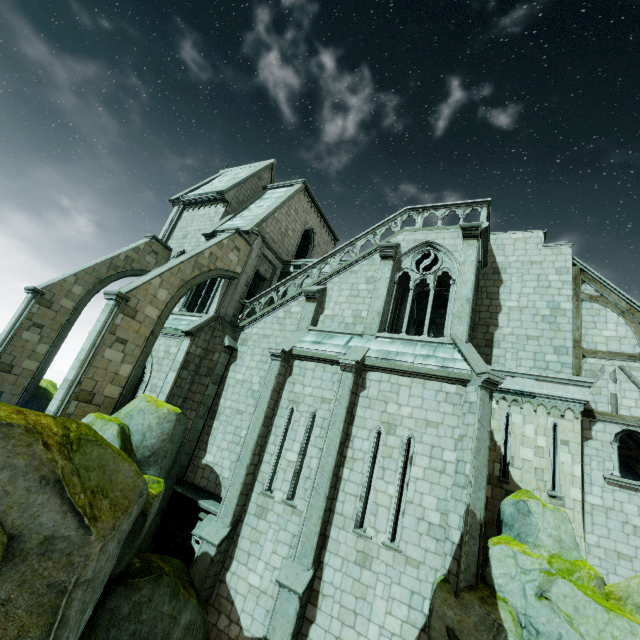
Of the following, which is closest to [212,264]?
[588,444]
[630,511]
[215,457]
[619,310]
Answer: [215,457]

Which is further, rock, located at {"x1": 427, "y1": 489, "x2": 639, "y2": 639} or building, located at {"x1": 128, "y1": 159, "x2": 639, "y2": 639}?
building, located at {"x1": 128, "y1": 159, "x2": 639, "y2": 639}

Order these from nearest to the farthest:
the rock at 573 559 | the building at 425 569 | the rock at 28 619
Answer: the rock at 28 619, the rock at 573 559, the building at 425 569

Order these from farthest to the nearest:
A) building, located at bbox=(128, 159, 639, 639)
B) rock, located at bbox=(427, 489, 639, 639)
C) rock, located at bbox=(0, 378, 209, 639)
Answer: building, located at bbox=(128, 159, 639, 639) < rock, located at bbox=(427, 489, 639, 639) < rock, located at bbox=(0, 378, 209, 639)

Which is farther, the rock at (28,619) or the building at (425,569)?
the building at (425,569)

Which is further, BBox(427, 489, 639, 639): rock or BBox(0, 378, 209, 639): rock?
BBox(427, 489, 639, 639): rock
